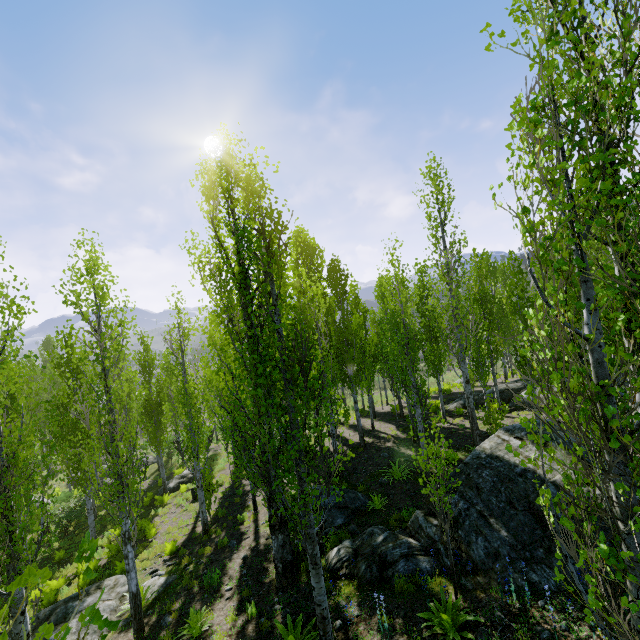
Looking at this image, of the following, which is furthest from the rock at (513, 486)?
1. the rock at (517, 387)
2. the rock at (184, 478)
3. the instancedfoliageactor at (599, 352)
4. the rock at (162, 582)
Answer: the rock at (184, 478)

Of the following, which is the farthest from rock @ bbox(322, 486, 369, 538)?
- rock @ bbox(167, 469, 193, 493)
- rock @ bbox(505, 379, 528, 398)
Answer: rock @ bbox(167, 469, 193, 493)

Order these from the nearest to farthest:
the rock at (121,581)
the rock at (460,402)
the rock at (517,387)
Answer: the rock at (121,581), the rock at (517,387), the rock at (460,402)

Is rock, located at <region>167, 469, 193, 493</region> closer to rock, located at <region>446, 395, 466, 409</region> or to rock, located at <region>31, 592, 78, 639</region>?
rock, located at <region>31, 592, 78, 639</region>

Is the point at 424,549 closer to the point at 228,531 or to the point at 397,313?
the point at 397,313

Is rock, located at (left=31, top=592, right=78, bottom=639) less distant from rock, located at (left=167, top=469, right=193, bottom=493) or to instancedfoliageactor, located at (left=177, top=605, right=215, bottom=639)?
instancedfoliageactor, located at (left=177, top=605, right=215, bottom=639)

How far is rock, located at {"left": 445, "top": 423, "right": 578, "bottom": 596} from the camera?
6.2m

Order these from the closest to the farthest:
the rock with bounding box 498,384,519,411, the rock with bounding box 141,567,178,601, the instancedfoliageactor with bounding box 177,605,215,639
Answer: the instancedfoliageactor with bounding box 177,605,215,639, the rock with bounding box 141,567,178,601, the rock with bounding box 498,384,519,411
